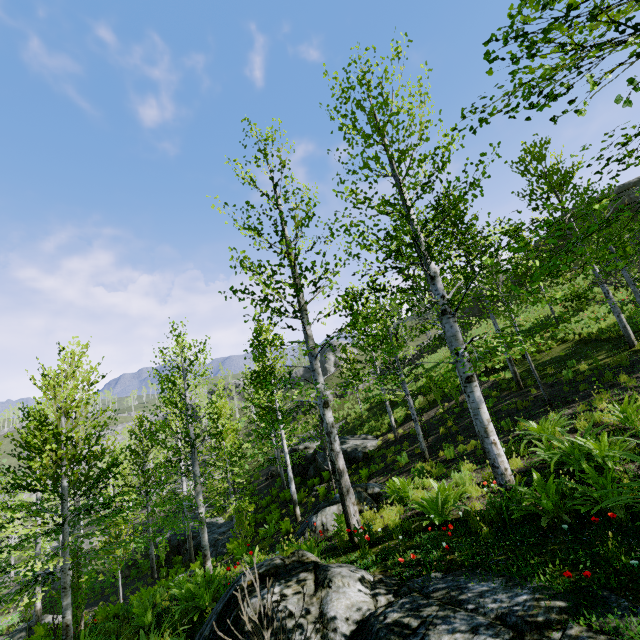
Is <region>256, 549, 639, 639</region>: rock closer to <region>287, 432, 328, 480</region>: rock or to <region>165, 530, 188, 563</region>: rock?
<region>287, 432, 328, 480</region>: rock

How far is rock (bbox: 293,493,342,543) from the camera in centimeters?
925cm

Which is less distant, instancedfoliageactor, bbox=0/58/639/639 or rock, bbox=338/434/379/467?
instancedfoliageactor, bbox=0/58/639/639

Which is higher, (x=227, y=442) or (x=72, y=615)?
(x=227, y=442)

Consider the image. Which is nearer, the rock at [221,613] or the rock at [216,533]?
the rock at [221,613]

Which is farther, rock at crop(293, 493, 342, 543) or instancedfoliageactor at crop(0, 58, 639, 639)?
rock at crop(293, 493, 342, 543)

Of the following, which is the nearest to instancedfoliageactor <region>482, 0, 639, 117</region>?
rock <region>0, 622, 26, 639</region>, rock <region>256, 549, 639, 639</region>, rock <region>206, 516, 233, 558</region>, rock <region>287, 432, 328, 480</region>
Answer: rock <region>0, 622, 26, 639</region>

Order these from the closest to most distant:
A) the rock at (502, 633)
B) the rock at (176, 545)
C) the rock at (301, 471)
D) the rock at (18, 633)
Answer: the rock at (502, 633)
the rock at (18, 633)
the rock at (301, 471)
the rock at (176, 545)
